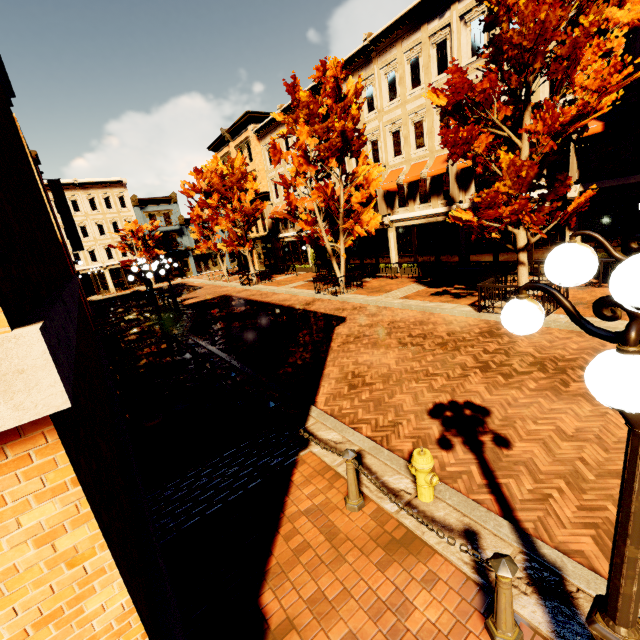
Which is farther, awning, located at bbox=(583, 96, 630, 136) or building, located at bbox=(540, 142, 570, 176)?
building, located at bbox=(540, 142, 570, 176)

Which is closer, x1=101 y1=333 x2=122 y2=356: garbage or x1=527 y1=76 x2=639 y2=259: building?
x1=527 y1=76 x2=639 y2=259: building

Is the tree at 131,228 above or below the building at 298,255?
above

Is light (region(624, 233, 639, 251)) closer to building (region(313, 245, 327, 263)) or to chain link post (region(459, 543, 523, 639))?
chain link post (region(459, 543, 523, 639))

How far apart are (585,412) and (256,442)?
6.0 meters

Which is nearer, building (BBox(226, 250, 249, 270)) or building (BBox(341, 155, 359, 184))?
building (BBox(341, 155, 359, 184))

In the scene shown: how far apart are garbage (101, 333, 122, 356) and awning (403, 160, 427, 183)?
16.61m

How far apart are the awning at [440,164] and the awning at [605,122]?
5.53m
